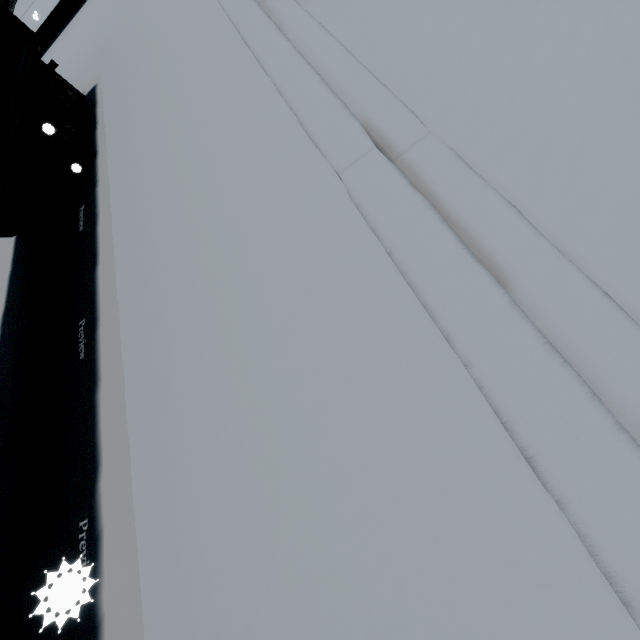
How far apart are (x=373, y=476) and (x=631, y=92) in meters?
2.7 m
